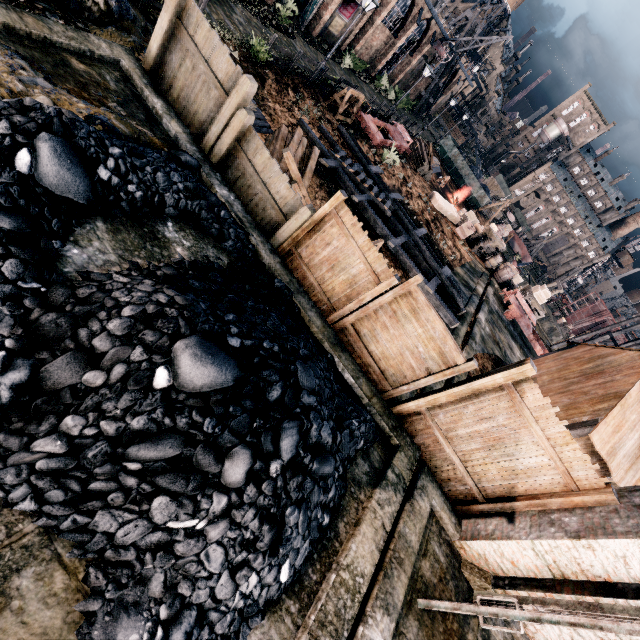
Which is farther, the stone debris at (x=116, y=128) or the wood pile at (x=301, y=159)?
the wood pile at (x=301, y=159)

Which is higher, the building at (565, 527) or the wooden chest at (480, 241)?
the building at (565, 527)

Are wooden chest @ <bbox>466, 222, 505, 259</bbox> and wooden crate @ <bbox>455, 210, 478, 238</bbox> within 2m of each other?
yes

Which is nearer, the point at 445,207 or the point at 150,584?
the point at 150,584

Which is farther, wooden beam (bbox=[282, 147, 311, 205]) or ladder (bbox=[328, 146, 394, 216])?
ladder (bbox=[328, 146, 394, 216])

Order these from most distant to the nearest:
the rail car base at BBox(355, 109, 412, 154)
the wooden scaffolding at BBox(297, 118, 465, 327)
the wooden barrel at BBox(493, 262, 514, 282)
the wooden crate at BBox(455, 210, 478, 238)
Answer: the wooden barrel at BBox(493, 262, 514, 282) < the wooden crate at BBox(455, 210, 478, 238) < the rail car base at BBox(355, 109, 412, 154) < the wooden scaffolding at BBox(297, 118, 465, 327)

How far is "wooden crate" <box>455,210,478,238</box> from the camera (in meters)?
27.27

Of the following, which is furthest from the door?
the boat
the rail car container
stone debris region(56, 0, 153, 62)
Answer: the boat
